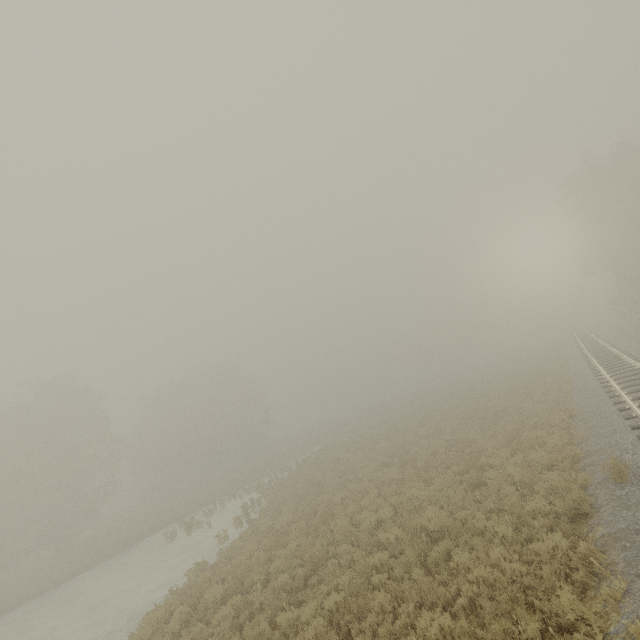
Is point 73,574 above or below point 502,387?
below
